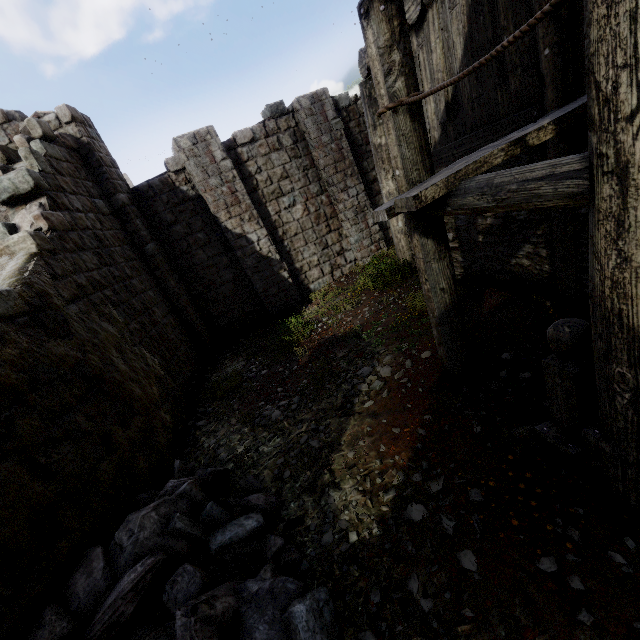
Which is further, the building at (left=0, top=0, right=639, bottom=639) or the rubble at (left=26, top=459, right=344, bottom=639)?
the rubble at (left=26, top=459, right=344, bottom=639)

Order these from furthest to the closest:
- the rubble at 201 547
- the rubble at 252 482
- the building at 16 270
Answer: the rubble at 252 482 < the rubble at 201 547 < the building at 16 270

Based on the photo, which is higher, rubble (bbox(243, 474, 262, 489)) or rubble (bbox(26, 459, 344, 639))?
rubble (bbox(26, 459, 344, 639))

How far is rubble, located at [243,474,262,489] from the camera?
4.4 meters

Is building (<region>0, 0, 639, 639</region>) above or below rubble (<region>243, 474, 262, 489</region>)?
above

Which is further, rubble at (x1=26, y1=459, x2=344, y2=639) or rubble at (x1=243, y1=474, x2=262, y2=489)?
rubble at (x1=243, y1=474, x2=262, y2=489)

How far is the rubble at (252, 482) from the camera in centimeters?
438cm

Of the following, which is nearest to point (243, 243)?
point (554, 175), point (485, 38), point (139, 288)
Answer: point (139, 288)
